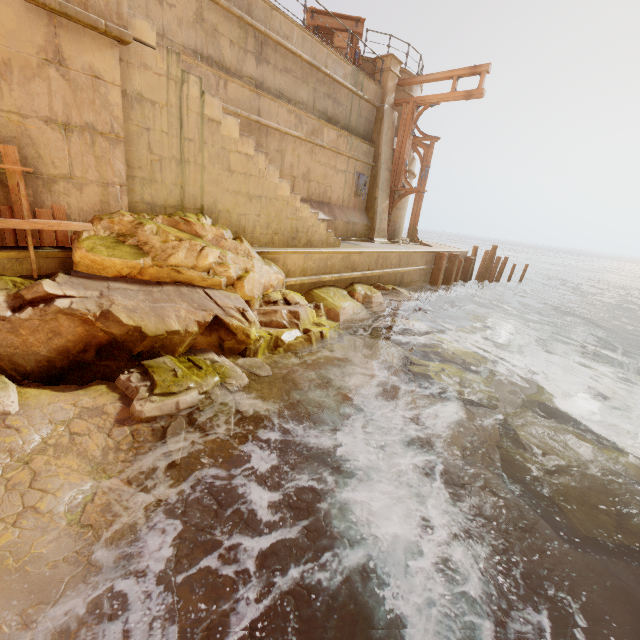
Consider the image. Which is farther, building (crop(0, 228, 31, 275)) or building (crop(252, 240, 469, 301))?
building (crop(252, 240, 469, 301))

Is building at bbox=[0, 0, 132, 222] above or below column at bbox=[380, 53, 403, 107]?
below

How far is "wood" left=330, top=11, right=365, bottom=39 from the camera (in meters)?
11.88

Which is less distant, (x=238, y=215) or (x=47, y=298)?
(x=47, y=298)

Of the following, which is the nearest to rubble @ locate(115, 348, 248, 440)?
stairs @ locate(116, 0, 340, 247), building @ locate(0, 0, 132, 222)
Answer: building @ locate(0, 0, 132, 222)

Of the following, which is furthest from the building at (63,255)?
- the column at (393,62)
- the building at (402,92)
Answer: the column at (393,62)

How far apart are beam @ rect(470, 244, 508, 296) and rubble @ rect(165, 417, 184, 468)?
17.0 meters

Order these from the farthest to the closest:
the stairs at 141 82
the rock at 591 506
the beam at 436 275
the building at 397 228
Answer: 1. the building at 397 228
2. the beam at 436 275
3. the stairs at 141 82
4. the rock at 591 506
